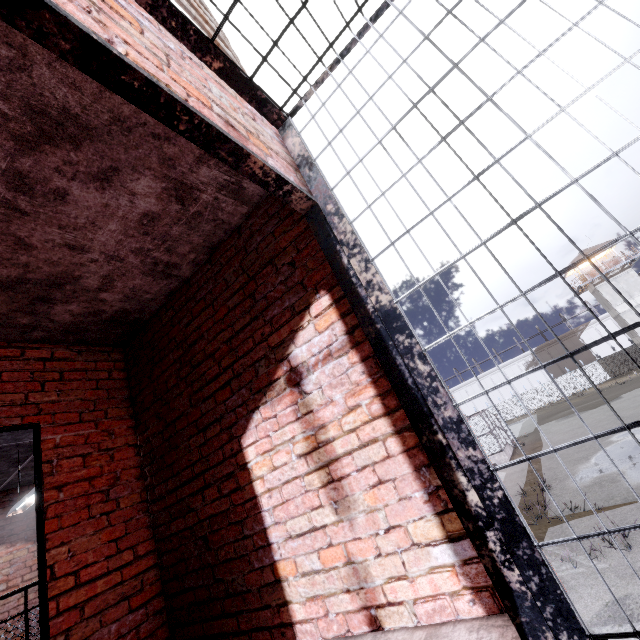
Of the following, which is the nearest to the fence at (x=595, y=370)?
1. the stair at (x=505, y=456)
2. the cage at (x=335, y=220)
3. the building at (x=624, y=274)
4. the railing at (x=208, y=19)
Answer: the building at (x=624, y=274)

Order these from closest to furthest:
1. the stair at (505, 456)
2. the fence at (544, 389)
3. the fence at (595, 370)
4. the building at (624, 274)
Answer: the stair at (505, 456), the building at (624, 274), the fence at (595, 370), the fence at (544, 389)

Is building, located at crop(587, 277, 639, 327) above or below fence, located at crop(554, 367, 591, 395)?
above

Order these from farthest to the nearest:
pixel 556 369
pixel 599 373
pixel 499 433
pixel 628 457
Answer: pixel 556 369, pixel 599 373, pixel 499 433, pixel 628 457

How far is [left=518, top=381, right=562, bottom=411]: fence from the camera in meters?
46.4

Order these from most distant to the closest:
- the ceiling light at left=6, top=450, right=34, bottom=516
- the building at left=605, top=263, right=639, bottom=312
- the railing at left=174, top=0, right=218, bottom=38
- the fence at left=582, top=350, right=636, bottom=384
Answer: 1. the fence at left=582, top=350, right=636, bottom=384
2. the building at left=605, top=263, right=639, bottom=312
3. the ceiling light at left=6, top=450, right=34, bottom=516
4. the railing at left=174, top=0, right=218, bottom=38

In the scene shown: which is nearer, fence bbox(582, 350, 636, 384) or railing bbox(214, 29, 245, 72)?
railing bbox(214, 29, 245, 72)

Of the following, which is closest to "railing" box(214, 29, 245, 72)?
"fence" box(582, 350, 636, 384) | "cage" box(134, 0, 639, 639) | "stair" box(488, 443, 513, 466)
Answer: "cage" box(134, 0, 639, 639)
